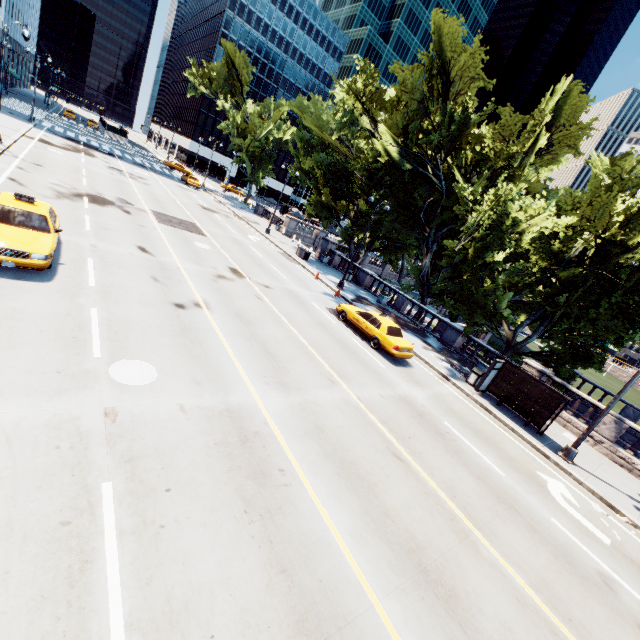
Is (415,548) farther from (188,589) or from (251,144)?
(251,144)

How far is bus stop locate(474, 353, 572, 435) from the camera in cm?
1504

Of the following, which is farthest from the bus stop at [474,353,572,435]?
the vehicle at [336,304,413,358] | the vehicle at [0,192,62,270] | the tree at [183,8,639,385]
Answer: the vehicle at [0,192,62,270]

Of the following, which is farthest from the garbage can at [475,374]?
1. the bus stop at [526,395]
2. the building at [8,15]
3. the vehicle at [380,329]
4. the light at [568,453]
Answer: the building at [8,15]

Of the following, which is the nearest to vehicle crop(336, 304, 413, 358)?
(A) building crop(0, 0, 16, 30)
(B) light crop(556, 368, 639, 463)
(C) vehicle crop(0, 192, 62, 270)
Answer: (B) light crop(556, 368, 639, 463)

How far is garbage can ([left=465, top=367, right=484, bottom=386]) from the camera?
17.4 meters

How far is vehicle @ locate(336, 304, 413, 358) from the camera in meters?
16.1

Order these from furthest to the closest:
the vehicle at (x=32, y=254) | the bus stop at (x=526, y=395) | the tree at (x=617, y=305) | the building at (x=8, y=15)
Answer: the building at (x=8, y=15) → the tree at (x=617, y=305) → the bus stop at (x=526, y=395) → the vehicle at (x=32, y=254)
